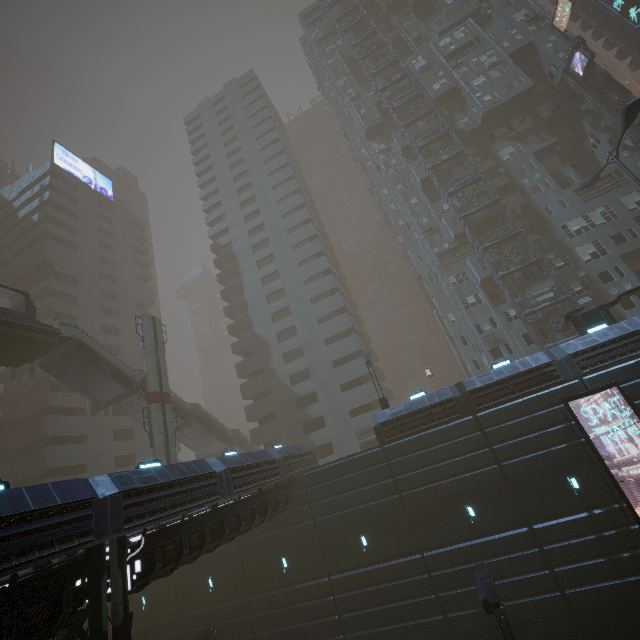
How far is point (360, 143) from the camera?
50.4 meters

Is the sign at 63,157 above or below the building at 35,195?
above

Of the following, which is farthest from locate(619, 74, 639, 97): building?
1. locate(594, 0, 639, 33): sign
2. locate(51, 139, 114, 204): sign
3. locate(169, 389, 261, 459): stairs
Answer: locate(51, 139, 114, 204): sign

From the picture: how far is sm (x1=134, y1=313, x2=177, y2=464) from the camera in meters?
26.7 m

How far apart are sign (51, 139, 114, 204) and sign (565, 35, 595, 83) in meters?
66.9 m

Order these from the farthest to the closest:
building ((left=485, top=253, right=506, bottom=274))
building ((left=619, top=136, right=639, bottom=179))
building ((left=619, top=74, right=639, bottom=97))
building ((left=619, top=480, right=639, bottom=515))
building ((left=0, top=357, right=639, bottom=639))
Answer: building ((left=619, top=74, right=639, bottom=97))
building ((left=485, top=253, right=506, bottom=274))
building ((left=619, top=136, right=639, bottom=179))
building ((left=619, top=480, right=639, bottom=515))
building ((left=0, top=357, right=639, bottom=639))

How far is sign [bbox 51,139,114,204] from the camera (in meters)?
49.50

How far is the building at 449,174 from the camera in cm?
3794
